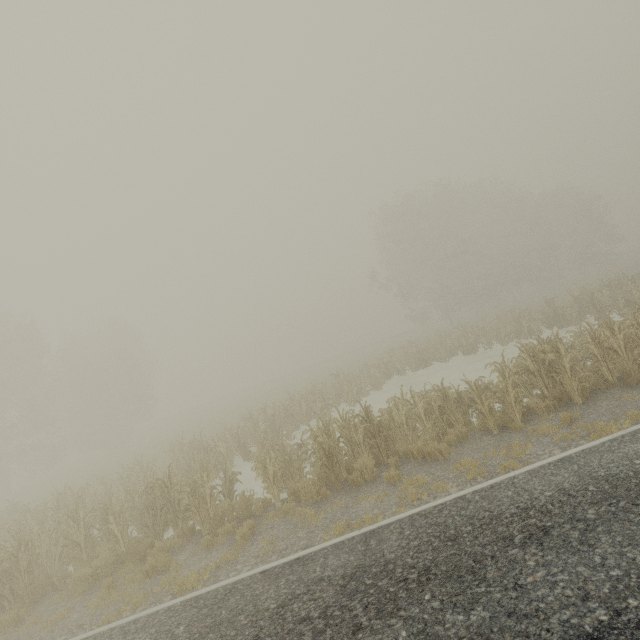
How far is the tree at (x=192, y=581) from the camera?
6.63m

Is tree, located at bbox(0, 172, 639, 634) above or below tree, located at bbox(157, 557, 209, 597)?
above

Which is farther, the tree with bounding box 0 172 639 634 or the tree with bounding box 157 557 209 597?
the tree with bounding box 0 172 639 634

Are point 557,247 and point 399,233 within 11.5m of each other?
no

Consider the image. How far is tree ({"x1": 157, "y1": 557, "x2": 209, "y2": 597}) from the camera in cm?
663

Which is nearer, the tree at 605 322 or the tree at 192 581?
the tree at 192 581
